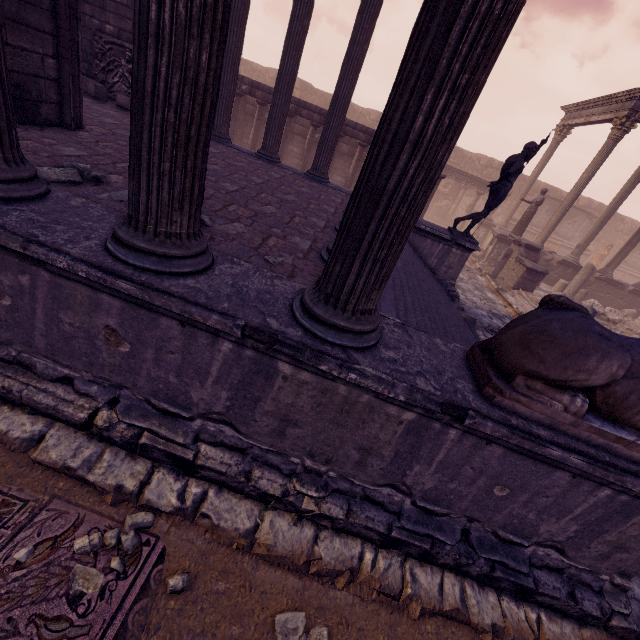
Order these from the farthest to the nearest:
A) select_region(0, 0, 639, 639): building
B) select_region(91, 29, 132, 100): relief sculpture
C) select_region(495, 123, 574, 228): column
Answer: select_region(495, 123, 574, 228): column, select_region(91, 29, 132, 100): relief sculpture, select_region(0, 0, 639, 639): building

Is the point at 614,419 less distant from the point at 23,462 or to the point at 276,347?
the point at 276,347

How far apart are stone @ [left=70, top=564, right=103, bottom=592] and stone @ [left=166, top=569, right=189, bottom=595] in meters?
0.3

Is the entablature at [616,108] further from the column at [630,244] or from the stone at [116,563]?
the stone at [116,563]

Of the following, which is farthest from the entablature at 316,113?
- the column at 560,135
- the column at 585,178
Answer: the column at 560,135

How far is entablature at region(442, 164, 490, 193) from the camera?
19.0 meters

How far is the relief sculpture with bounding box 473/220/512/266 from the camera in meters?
15.5

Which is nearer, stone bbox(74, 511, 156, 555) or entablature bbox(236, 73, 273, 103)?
stone bbox(74, 511, 156, 555)
